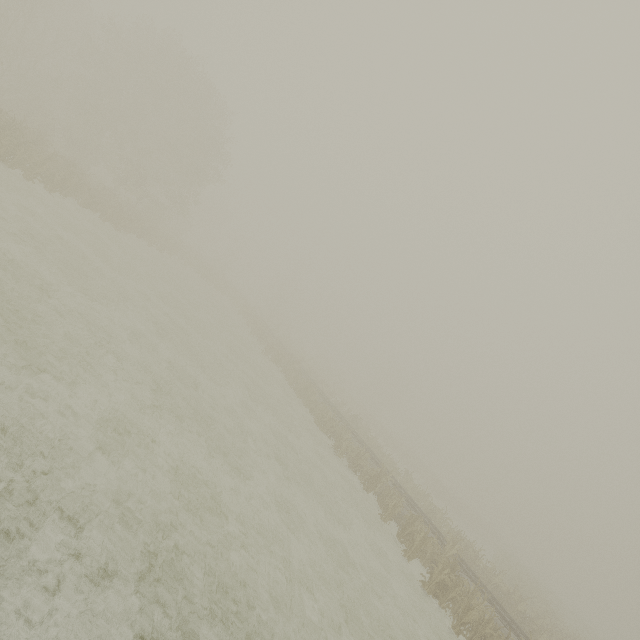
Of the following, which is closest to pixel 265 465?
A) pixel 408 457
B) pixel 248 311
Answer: pixel 248 311
